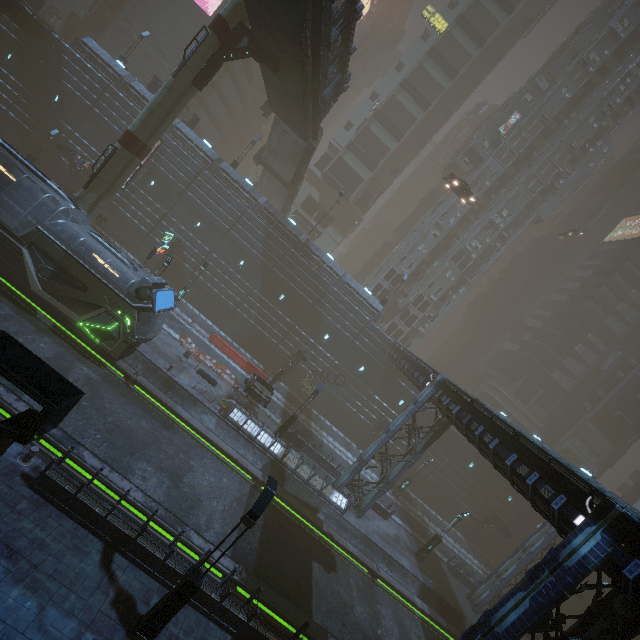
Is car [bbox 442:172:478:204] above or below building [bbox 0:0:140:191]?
above

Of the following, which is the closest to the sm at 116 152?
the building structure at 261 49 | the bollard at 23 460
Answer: the building structure at 261 49

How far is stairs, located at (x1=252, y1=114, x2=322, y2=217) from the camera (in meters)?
32.08

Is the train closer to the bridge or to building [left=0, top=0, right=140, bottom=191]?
building [left=0, top=0, right=140, bottom=191]

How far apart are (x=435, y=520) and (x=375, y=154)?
50.55m

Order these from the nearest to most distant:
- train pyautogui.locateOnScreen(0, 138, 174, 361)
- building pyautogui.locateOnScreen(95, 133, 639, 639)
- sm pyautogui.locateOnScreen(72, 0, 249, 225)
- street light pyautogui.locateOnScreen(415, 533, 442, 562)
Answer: building pyautogui.locateOnScreen(95, 133, 639, 639) < train pyautogui.locateOnScreen(0, 138, 174, 361) < sm pyautogui.locateOnScreen(72, 0, 249, 225) < street light pyautogui.locateOnScreen(415, 533, 442, 562)

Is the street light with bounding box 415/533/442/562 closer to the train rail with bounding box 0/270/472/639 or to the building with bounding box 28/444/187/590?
the train rail with bounding box 0/270/472/639

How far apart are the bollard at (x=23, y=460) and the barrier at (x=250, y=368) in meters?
19.8
